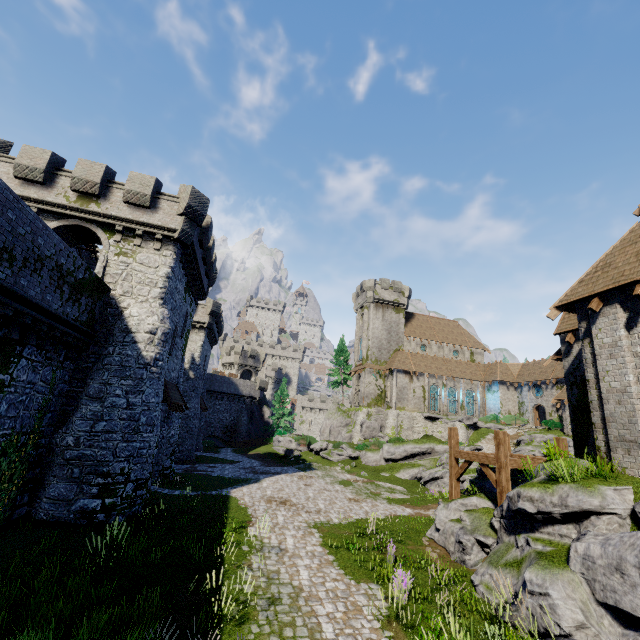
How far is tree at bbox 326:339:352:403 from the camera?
57.12m

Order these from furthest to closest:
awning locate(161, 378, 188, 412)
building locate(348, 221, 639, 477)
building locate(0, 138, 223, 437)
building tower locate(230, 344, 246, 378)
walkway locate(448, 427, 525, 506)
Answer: building tower locate(230, 344, 246, 378), awning locate(161, 378, 188, 412), building locate(0, 138, 223, 437), walkway locate(448, 427, 525, 506), building locate(348, 221, 639, 477)

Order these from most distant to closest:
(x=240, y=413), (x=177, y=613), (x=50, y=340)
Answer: (x=240, y=413), (x=50, y=340), (x=177, y=613)

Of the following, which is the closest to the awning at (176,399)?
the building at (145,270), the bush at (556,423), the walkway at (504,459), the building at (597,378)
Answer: the building at (145,270)

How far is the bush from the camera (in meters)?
36.84

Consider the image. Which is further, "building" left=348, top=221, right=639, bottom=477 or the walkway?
the walkway

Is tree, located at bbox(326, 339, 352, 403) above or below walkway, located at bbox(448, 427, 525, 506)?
above

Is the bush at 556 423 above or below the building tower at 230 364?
below
